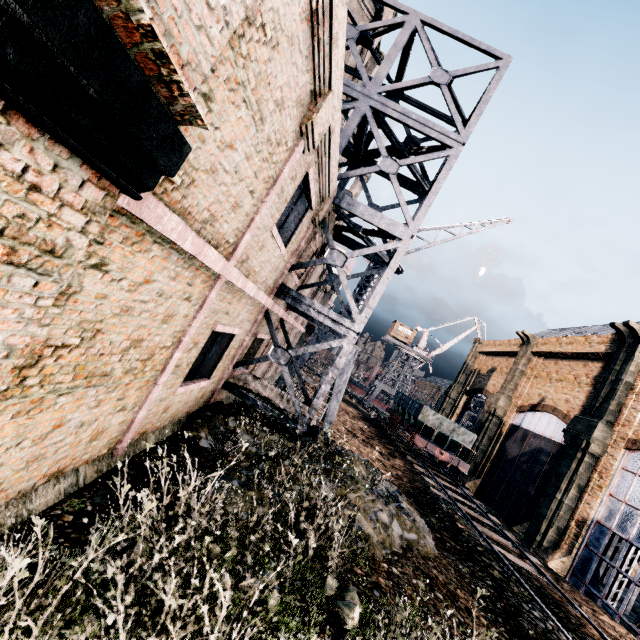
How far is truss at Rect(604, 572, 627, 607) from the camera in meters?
20.4

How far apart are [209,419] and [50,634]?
6.62m

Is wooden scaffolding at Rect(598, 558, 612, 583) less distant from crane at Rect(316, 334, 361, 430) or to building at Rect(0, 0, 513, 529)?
building at Rect(0, 0, 513, 529)

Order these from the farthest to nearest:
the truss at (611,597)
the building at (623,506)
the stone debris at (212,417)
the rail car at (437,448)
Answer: the rail car at (437,448) → the truss at (611,597) → the building at (623,506) → the stone debris at (212,417)

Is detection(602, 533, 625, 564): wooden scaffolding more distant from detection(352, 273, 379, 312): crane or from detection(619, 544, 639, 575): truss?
detection(352, 273, 379, 312): crane

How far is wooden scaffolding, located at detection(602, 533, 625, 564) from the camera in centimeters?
2911cm

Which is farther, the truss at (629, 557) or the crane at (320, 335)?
the truss at (629, 557)
